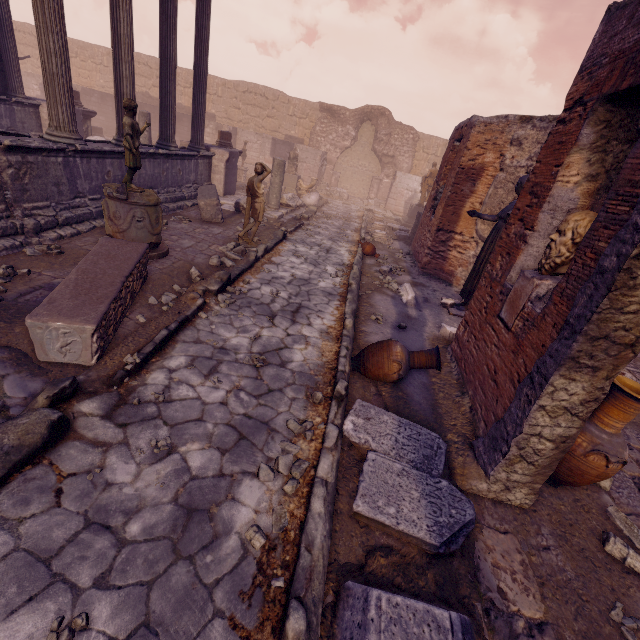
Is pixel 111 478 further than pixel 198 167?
No

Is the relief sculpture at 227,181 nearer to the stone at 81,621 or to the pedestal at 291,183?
the pedestal at 291,183

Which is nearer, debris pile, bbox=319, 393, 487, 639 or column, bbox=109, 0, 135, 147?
debris pile, bbox=319, 393, 487, 639

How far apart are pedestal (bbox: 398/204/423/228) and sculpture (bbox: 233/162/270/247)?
10.8 meters

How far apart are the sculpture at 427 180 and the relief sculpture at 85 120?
15.1m

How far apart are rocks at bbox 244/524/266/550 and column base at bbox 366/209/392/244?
12.86m

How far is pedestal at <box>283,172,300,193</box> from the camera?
17.16m

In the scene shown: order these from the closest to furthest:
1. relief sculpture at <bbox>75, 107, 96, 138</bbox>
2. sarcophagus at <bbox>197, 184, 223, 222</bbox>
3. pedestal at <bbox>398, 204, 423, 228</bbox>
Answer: sarcophagus at <bbox>197, 184, 223, 222</bbox> → relief sculpture at <bbox>75, 107, 96, 138</bbox> → pedestal at <bbox>398, 204, 423, 228</bbox>
